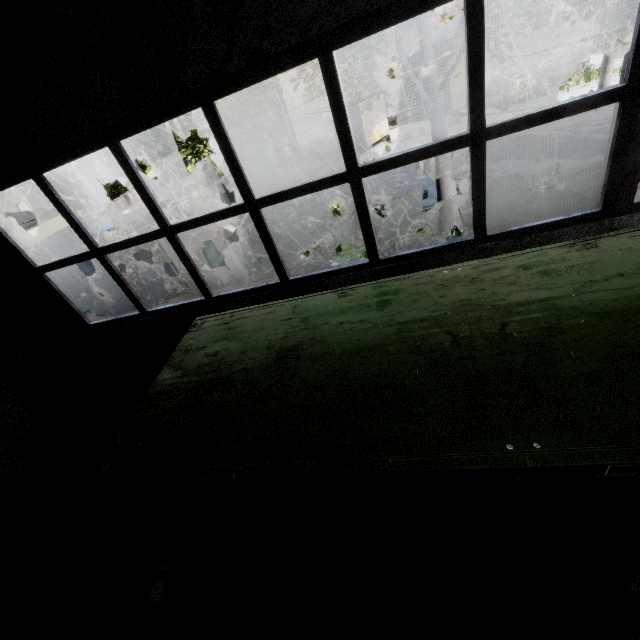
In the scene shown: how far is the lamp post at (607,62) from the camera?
14.5m

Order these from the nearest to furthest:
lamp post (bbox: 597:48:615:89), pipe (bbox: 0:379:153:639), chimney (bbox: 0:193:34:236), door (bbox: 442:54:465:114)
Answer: pipe (bbox: 0:379:153:639) < lamp post (bbox: 597:48:615:89) < door (bbox: 442:54:465:114) < chimney (bbox: 0:193:34:236)

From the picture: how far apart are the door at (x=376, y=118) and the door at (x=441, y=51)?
2.7 meters

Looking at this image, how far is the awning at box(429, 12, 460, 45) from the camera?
18.3 meters

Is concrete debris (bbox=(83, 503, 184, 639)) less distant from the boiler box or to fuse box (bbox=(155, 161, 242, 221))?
the boiler box

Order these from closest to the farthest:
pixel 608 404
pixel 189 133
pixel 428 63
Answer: pixel 608 404 → pixel 428 63 → pixel 189 133

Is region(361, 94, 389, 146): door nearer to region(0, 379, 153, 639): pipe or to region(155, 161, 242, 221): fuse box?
region(155, 161, 242, 221): fuse box

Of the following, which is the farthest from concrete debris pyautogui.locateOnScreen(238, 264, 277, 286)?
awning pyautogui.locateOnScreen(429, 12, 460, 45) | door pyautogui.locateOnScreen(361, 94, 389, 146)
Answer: awning pyautogui.locateOnScreen(429, 12, 460, 45)
